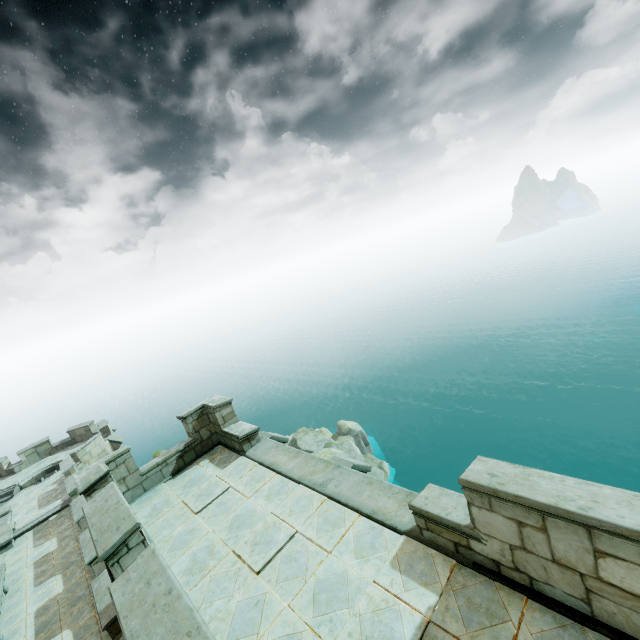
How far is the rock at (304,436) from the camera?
32.9 meters

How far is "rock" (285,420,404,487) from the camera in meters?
32.9 m

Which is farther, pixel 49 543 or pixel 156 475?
pixel 49 543
